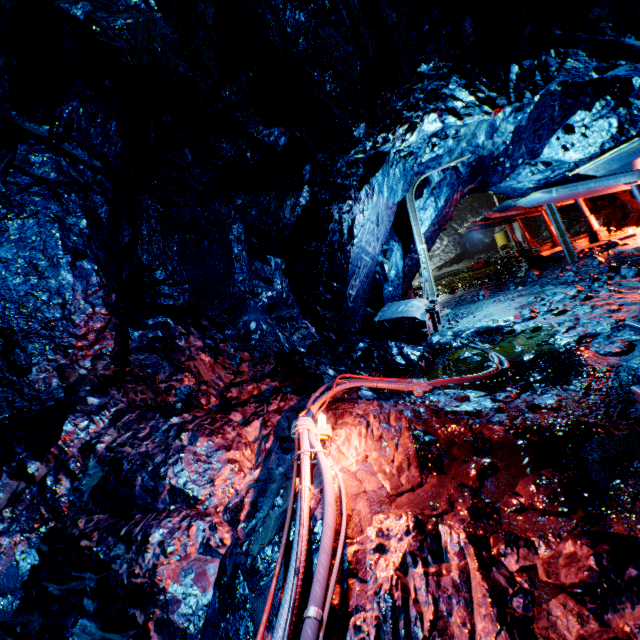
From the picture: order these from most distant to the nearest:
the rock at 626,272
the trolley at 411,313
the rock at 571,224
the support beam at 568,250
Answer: the rock at 571,224, the support beam at 568,250, the trolley at 411,313, the rock at 626,272

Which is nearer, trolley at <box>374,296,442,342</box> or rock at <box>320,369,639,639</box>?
rock at <box>320,369,639,639</box>

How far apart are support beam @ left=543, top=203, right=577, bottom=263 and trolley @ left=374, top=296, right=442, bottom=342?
3.9m

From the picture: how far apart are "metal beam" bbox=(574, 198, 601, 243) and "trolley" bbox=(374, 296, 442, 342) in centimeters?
591cm

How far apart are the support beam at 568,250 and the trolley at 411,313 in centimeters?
395cm

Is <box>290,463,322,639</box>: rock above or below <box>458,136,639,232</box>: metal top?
below

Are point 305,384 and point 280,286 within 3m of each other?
yes

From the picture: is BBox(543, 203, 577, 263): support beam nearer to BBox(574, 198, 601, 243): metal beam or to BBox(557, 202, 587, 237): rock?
BBox(557, 202, 587, 237): rock
